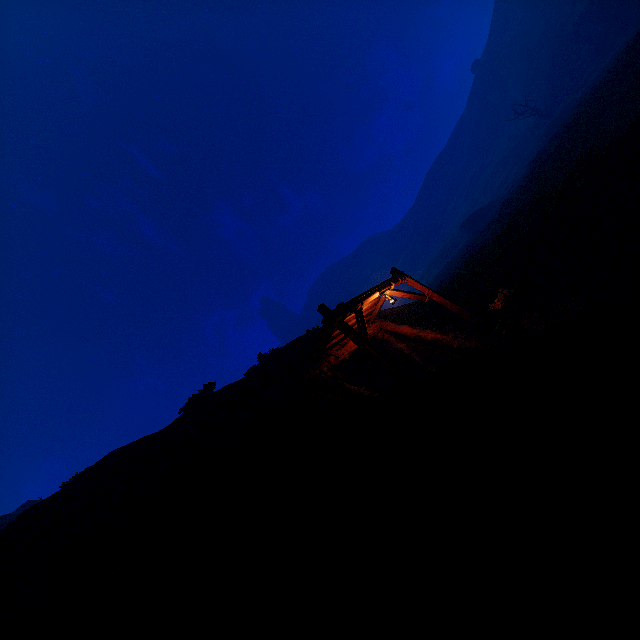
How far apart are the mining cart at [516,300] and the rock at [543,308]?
0.02m

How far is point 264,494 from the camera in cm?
243

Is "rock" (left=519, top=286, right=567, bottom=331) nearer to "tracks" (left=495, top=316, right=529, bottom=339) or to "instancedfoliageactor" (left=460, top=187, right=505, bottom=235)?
"tracks" (left=495, top=316, right=529, bottom=339)

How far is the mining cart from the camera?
10.21m

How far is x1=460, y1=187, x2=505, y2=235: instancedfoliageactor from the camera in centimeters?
5111cm

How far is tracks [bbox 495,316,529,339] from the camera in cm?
825

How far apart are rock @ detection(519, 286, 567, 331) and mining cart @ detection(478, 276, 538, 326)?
0.0 meters

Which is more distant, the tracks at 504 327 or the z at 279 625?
the tracks at 504 327
